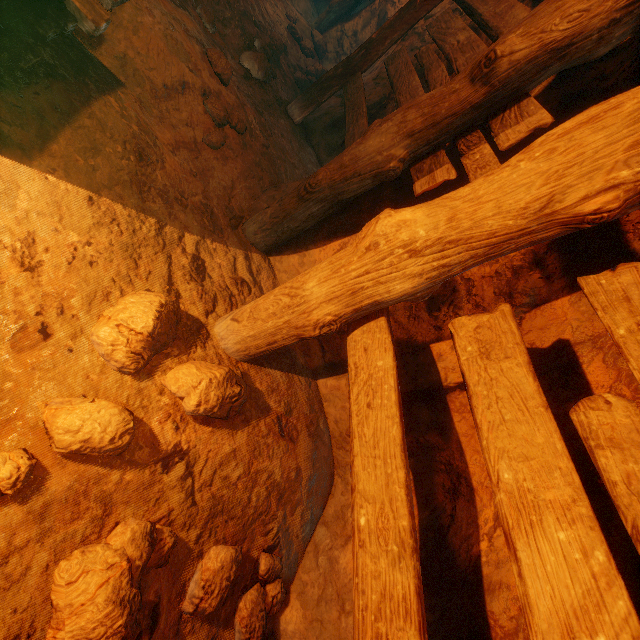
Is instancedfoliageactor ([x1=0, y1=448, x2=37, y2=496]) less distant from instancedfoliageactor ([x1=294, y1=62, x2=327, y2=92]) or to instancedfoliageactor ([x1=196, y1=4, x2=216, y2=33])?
instancedfoliageactor ([x1=196, y1=4, x2=216, y2=33])

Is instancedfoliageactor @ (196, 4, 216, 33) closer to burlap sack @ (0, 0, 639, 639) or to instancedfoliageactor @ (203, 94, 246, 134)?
burlap sack @ (0, 0, 639, 639)

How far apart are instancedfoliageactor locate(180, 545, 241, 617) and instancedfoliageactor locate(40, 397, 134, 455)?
0.7 meters

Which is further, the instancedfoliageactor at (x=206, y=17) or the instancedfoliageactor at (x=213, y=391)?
the instancedfoliageactor at (x=206, y=17)

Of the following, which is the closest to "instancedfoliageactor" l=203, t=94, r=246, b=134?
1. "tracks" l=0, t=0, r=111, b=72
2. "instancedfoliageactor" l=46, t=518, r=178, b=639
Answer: "tracks" l=0, t=0, r=111, b=72

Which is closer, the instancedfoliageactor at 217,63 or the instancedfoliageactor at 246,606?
the instancedfoliageactor at 246,606

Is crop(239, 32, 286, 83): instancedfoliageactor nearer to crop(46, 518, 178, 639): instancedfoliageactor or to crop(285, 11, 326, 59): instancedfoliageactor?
crop(285, 11, 326, 59): instancedfoliageactor

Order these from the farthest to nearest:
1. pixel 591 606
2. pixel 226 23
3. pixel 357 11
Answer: pixel 357 11 → pixel 226 23 → pixel 591 606
